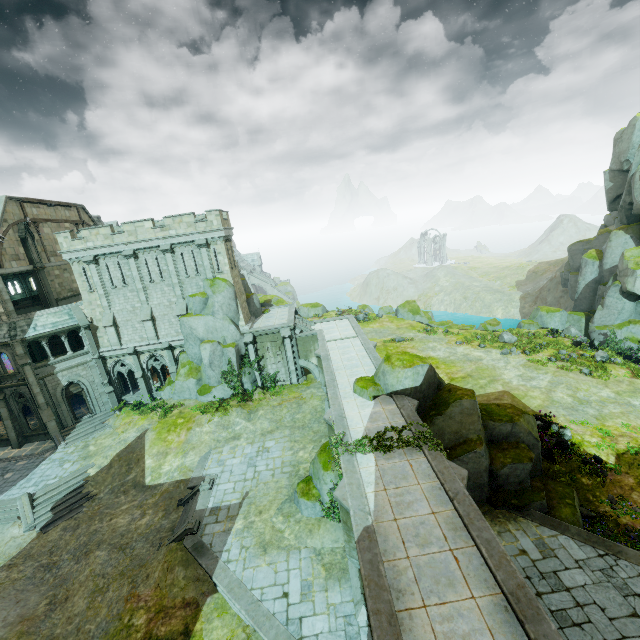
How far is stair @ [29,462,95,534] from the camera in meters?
20.2

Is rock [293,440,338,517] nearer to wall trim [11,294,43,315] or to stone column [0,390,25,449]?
stone column [0,390,25,449]

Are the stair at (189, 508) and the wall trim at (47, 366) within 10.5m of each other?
no

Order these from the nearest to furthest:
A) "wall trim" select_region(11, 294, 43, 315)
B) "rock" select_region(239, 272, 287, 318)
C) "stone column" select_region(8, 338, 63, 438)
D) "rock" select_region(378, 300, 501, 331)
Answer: "stone column" select_region(8, 338, 63, 438) → "wall trim" select_region(11, 294, 43, 315) → "rock" select_region(239, 272, 287, 318) → "rock" select_region(378, 300, 501, 331)

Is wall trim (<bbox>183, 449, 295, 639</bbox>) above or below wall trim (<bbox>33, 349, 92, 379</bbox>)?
below

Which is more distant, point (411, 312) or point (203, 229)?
point (411, 312)

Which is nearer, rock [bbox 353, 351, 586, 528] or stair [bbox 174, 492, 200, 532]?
rock [bbox 353, 351, 586, 528]

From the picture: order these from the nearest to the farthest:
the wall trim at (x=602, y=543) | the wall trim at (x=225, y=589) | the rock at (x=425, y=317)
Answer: the wall trim at (x=225, y=589) → the wall trim at (x=602, y=543) → the rock at (x=425, y=317)
